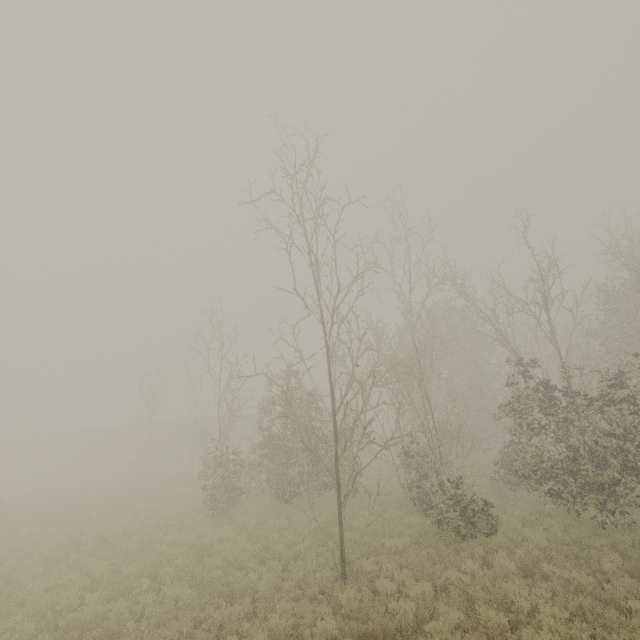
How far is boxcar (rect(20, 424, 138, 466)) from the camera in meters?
43.3

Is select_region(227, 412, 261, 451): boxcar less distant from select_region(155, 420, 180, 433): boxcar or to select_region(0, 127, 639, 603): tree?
select_region(155, 420, 180, 433): boxcar

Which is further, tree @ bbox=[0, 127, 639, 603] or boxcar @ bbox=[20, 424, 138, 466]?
boxcar @ bbox=[20, 424, 138, 466]

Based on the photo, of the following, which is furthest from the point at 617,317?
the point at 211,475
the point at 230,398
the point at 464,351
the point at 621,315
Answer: the point at 211,475

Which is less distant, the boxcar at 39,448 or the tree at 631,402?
the tree at 631,402

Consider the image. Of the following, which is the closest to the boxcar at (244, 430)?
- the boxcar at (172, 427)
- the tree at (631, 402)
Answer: the boxcar at (172, 427)

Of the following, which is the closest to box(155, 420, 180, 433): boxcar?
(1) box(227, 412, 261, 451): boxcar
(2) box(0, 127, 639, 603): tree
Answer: (1) box(227, 412, 261, 451): boxcar
